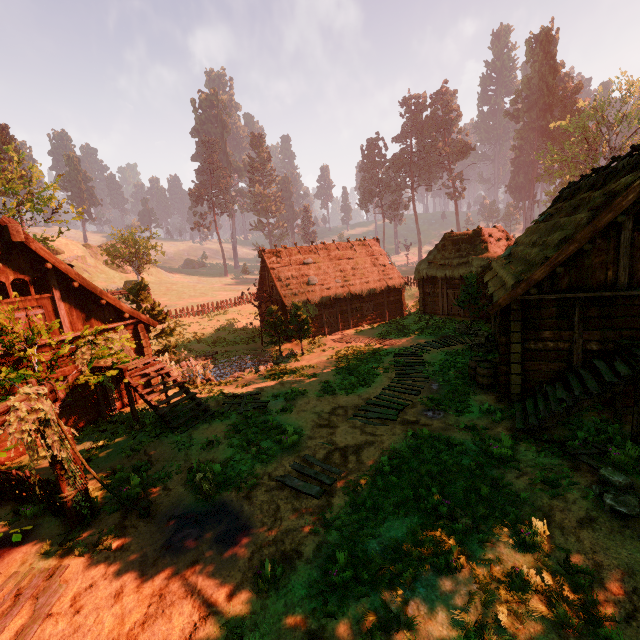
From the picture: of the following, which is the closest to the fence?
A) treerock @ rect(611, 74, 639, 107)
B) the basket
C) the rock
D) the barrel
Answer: treerock @ rect(611, 74, 639, 107)

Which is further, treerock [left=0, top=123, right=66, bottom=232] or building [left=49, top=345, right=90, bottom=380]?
treerock [left=0, top=123, right=66, bottom=232]

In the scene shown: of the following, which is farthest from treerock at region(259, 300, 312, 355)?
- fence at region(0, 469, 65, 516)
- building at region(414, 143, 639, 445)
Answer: fence at region(0, 469, 65, 516)

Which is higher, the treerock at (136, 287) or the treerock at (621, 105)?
the treerock at (621, 105)

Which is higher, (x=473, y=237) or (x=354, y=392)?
(x=473, y=237)

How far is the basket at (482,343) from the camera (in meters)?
16.25

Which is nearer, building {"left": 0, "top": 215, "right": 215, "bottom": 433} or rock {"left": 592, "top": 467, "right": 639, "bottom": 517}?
rock {"left": 592, "top": 467, "right": 639, "bottom": 517}

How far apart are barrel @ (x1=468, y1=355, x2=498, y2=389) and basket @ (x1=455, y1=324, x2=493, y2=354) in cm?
190
